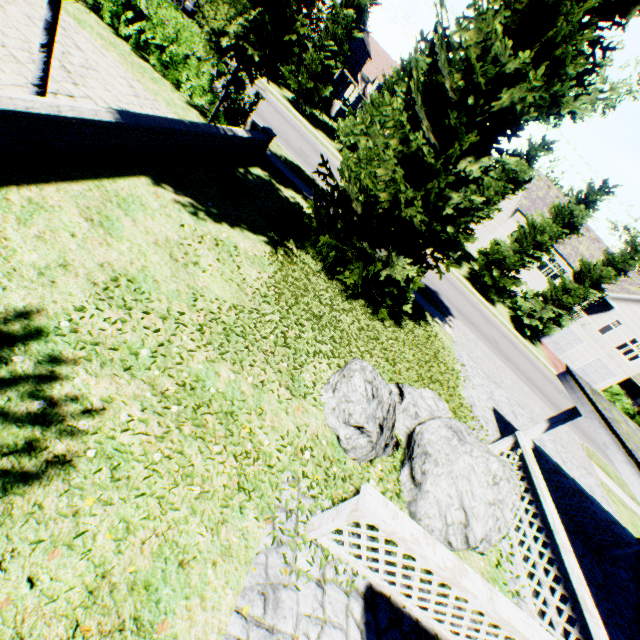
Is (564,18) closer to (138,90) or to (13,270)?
(13,270)

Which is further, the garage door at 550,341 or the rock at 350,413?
the garage door at 550,341

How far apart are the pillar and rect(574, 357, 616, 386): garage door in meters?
34.8

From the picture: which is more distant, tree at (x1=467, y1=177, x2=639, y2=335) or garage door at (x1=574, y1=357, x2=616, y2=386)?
garage door at (x1=574, y1=357, x2=616, y2=386)

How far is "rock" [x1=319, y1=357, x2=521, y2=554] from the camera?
4.91m

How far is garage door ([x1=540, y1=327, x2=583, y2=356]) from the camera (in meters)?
33.59

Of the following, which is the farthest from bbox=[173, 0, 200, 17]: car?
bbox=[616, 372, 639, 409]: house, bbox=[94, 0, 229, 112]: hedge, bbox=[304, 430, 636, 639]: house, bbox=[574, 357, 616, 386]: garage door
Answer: bbox=[616, 372, 639, 409]: house

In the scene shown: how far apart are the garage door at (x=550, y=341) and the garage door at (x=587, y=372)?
2.2 meters
